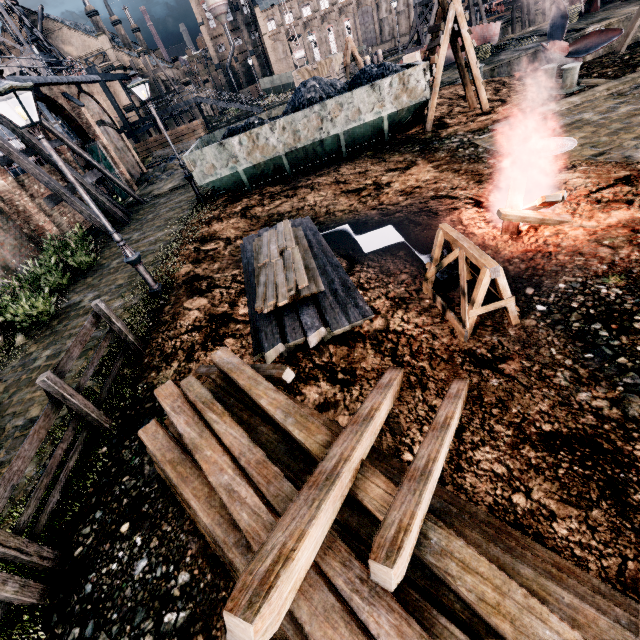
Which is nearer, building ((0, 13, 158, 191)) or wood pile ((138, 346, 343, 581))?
wood pile ((138, 346, 343, 581))

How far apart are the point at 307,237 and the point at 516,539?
8.0 meters

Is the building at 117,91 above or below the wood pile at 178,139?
above

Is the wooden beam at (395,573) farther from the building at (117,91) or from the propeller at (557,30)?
the propeller at (557,30)

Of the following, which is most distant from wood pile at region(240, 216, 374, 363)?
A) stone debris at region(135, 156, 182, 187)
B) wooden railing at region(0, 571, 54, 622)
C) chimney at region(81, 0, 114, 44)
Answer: chimney at region(81, 0, 114, 44)

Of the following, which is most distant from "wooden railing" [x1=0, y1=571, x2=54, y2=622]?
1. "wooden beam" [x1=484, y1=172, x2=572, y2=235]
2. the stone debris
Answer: the stone debris

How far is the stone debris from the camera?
27.3 meters

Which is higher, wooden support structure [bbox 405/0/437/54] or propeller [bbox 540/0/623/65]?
wooden support structure [bbox 405/0/437/54]
